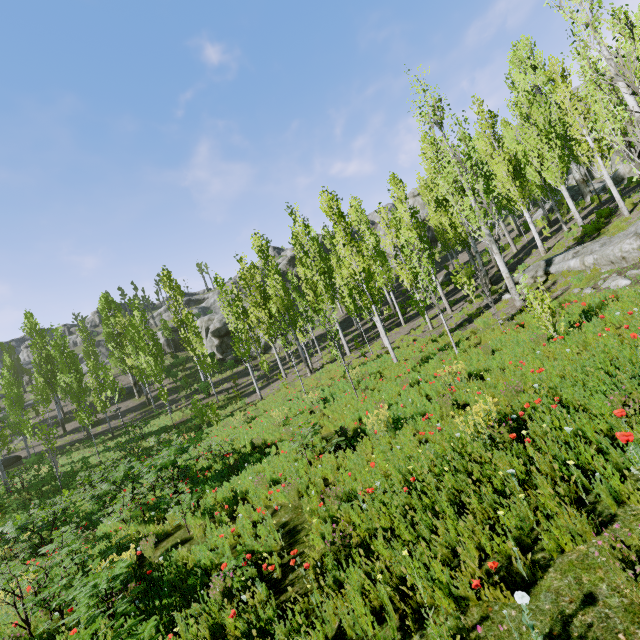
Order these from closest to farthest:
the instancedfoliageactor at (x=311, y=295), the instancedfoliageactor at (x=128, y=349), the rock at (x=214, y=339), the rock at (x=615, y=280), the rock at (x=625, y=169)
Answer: the rock at (x=615, y=280)
the instancedfoliageactor at (x=311, y=295)
the rock at (x=625, y=169)
the instancedfoliageactor at (x=128, y=349)
the rock at (x=214, y=339)

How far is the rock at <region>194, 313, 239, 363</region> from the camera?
41.6 meters

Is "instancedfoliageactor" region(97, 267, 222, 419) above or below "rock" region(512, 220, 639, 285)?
above

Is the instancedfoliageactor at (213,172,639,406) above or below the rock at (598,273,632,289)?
above

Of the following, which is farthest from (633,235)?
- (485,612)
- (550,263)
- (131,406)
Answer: (131,406)

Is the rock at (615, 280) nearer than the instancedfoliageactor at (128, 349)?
Yes

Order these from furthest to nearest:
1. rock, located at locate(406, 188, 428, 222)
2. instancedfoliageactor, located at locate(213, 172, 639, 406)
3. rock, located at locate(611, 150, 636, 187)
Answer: rock, located at locate(406, 188, 428, 222) → rock, located at locate(611, 150, 636, 187) → instancedfoliageactor, located at locate(213, 172, 639, 406)

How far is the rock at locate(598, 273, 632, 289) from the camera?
9.31m
